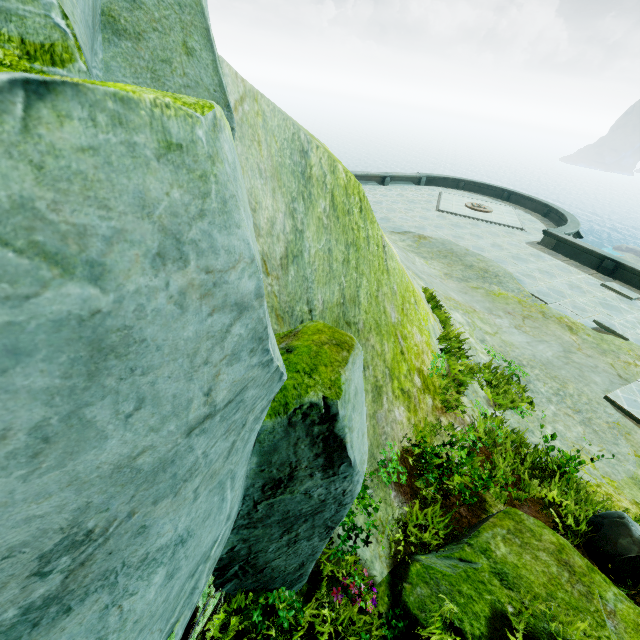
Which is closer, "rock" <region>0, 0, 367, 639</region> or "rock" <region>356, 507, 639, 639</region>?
"rock" <region>0, 0, 367, 639</region>

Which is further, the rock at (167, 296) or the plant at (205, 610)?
the plant at (205, 610)

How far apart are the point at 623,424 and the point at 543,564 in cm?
573

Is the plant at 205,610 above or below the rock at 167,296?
below

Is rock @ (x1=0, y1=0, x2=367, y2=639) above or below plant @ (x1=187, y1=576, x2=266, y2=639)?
above

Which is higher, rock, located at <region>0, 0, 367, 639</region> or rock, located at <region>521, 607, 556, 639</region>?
rock, located at <region>0, 0, 367, 639</region>

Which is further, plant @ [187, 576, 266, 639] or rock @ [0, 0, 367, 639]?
plant @ [187, 576, 266, 639]
